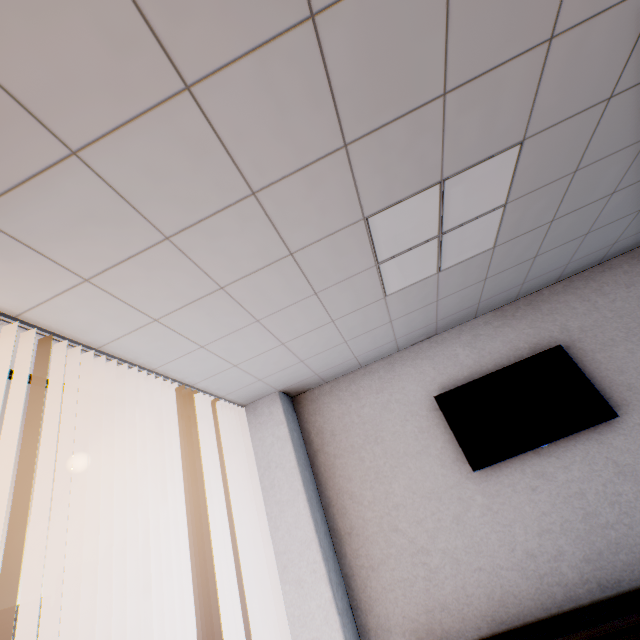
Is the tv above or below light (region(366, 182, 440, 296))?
below

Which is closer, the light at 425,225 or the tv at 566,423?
the light at 425,225

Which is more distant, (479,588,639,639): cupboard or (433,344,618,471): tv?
(433,344,618,471): tv

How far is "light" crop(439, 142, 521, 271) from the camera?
1.93m

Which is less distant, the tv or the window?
the window

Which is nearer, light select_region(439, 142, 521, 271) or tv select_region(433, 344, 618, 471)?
light select_region(439, 142, 521, 271)

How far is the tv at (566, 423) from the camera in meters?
3.1 m

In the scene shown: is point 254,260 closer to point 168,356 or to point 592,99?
point 168,356
